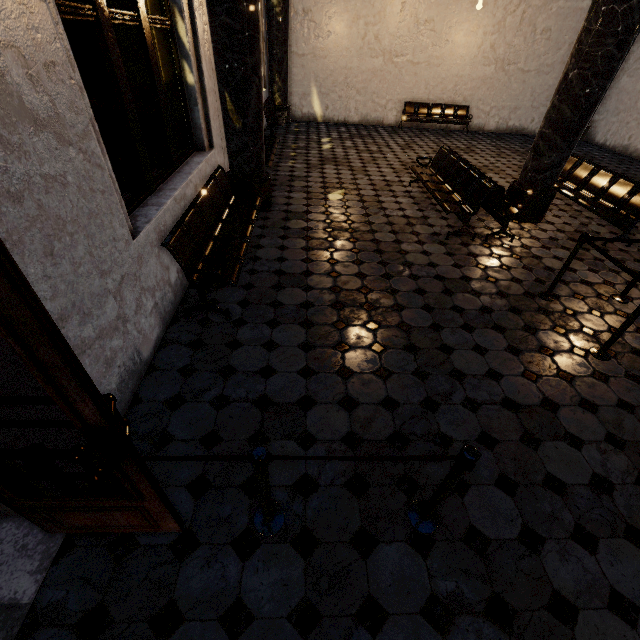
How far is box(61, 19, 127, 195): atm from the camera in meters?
4.0 m

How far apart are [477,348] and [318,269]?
2.16m

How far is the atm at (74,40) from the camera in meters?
4.0

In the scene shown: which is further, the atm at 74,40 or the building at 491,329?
the atm at 74,40

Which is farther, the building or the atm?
the atm
